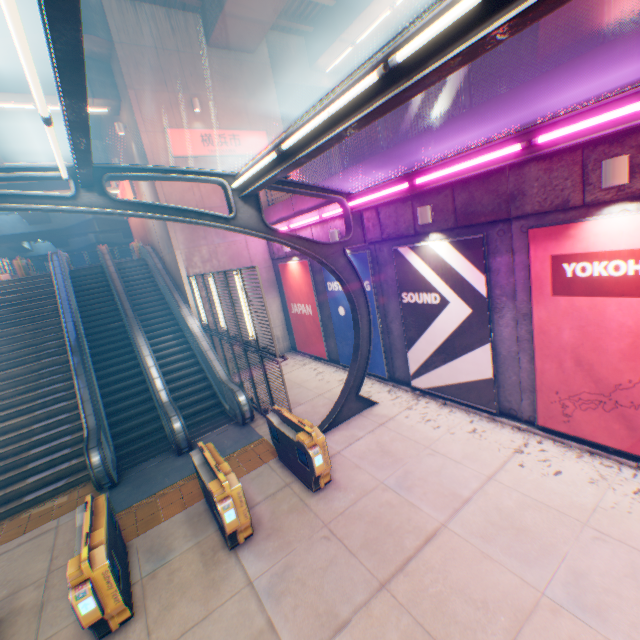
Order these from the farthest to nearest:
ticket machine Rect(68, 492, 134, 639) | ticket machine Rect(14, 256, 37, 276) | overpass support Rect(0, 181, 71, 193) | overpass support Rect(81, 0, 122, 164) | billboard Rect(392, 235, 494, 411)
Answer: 1. overpass support Rect(0, 181, 71, 193)
2. ticket machine Rect(14, 256, 37, 276)
3. overpass support Rect(81, 0, 122, 164)
4. billboard Rect(392, 235, 494, 411)
5. ticket machine Rect(68, 492, 134, 639)

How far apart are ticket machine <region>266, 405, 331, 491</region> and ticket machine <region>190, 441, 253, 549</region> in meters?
1.3

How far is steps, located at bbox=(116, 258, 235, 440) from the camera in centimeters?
1110cm

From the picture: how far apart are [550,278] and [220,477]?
7.2 meters

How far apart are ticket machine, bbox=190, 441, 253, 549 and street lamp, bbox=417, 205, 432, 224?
6.8 meters

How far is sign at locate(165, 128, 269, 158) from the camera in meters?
13.0 m

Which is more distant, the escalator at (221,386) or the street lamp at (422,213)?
the escalator at (221,386)

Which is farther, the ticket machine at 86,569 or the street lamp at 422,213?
the street lamp at 422,213
